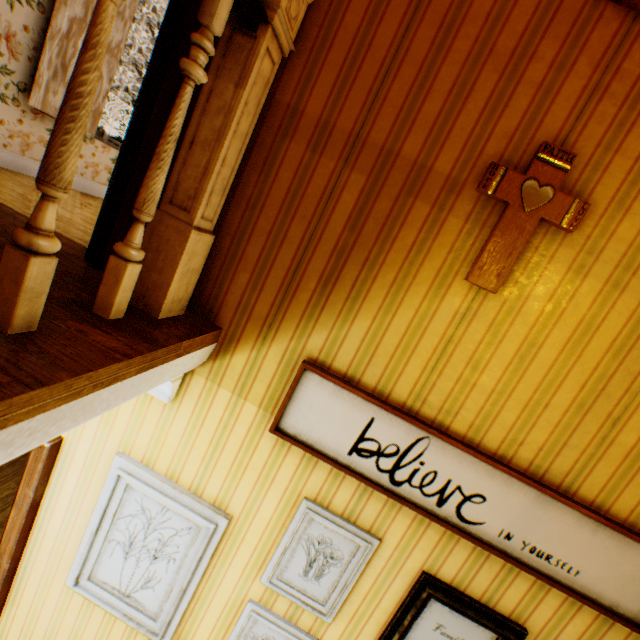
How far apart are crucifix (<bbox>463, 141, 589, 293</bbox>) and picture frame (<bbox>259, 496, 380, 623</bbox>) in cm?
138

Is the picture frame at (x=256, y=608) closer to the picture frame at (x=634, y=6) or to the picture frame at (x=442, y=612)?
the picture frame at (x=442, y=612)

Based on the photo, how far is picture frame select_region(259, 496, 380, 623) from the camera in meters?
1.7

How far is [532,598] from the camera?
1.6m

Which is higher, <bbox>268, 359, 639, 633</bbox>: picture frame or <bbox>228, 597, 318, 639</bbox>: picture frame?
<bbox>268, 359, 639, 633</bbox>: picture frame

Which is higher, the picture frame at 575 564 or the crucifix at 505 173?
the crucifix at 505 173

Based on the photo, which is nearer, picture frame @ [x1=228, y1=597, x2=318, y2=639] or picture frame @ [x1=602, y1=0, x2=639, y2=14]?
picture frame @ [x1=602, y1=0, x2=639, y2=14]

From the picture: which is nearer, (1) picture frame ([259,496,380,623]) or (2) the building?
(2) the building
